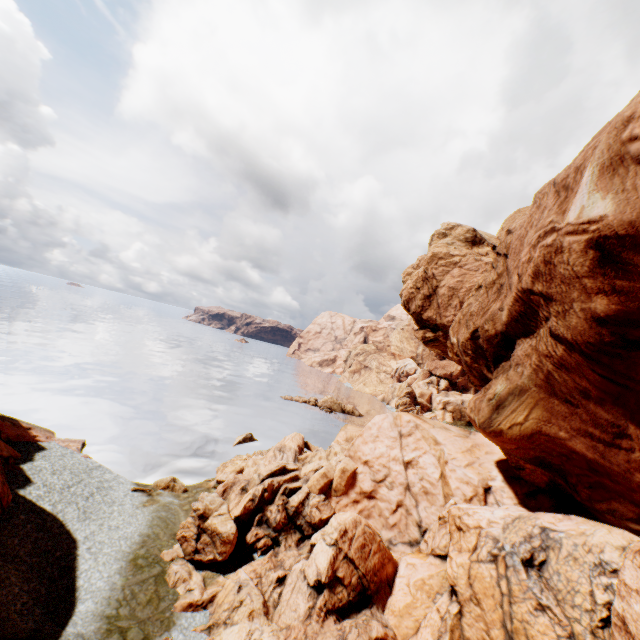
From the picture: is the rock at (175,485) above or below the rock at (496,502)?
below

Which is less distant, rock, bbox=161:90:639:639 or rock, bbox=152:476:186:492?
rock, bbox=161:90:639:639

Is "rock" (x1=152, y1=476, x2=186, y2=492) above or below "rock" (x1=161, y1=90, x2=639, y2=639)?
below

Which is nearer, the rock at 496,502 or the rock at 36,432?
the rock at 496,502

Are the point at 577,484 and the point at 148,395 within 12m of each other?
no

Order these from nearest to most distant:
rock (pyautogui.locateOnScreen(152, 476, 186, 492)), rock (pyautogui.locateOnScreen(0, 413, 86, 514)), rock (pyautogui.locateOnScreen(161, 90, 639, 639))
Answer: rock (pyautogui.locateOnScreen(161, 90, 639, 639)), rock (pyautogui.locateOnScreen(0, 413, 86, 514)), rock (pyautogui.locateOnScreen(152, 476, 186, 492))
